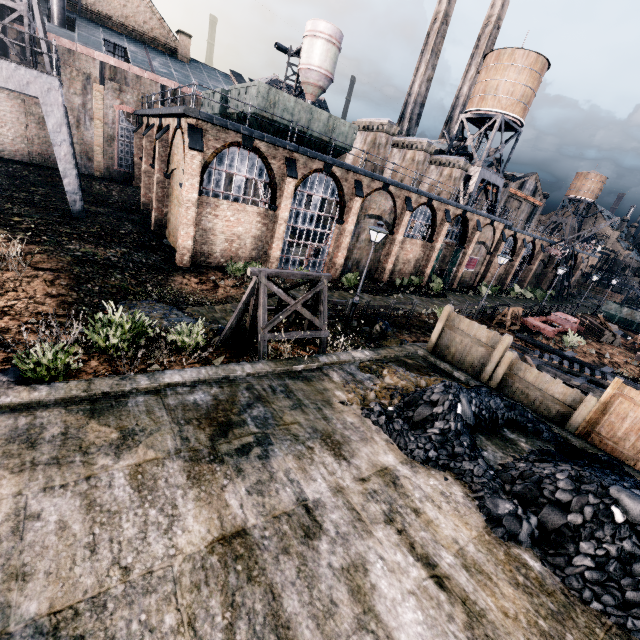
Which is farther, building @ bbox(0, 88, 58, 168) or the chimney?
the chimney

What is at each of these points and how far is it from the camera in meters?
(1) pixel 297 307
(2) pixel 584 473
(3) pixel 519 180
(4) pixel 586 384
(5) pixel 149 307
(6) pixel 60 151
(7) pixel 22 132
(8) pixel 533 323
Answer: (1) wooden support structure, 11.4
(2) coal pile, 6.5
(3) building, 59.9
(4) wooden scaffolding, 17.0
(5) stone debris, 13.2
(6) crane, 19.0
(7) building, 27.3
(8) rail car base, 27.1

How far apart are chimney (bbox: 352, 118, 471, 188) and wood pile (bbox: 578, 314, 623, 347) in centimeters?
2264cm

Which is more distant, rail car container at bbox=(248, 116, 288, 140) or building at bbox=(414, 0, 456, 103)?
building at bbox=(414, 0, 456, 103)

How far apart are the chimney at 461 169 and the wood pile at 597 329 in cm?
2264

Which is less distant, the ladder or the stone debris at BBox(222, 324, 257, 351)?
the stone debris at BBox(222, 324, 257, 351)

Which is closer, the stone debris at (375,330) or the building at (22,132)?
the stone debris at (375,330)

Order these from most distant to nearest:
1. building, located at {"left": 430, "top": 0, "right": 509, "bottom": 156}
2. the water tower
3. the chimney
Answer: building, located at {"left": 430, "top": 0, "right": 509, "bottom": 156} < the water tower < the chimney
